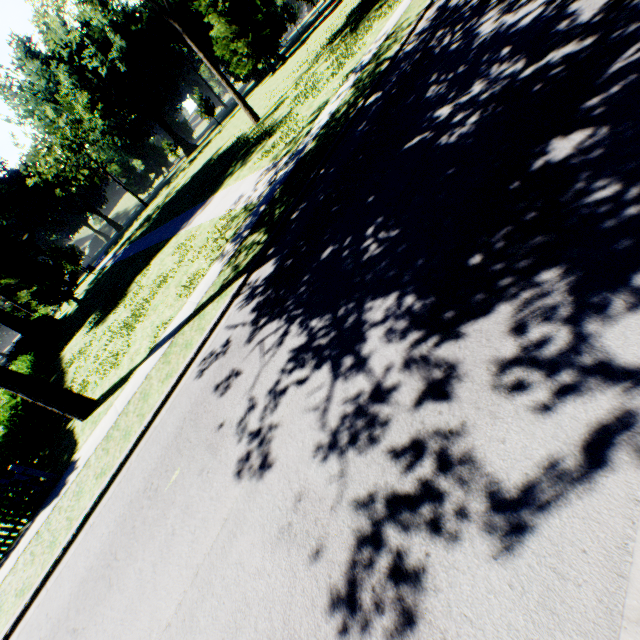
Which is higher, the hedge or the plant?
the plant

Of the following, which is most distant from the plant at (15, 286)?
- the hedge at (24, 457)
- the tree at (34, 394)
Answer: the hedge at (24, 457)

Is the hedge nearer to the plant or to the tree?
the tree

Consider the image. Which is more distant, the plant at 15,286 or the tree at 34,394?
the plant at 15,286

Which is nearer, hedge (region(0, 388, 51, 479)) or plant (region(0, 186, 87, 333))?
hedge (region(0, 388, 51, 479))

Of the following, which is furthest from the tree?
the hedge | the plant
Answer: the plant

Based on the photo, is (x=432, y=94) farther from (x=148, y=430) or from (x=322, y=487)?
(x=148, y=430)

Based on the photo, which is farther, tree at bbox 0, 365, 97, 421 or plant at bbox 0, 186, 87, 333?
plant at bbox 0, 186, 87, 333
